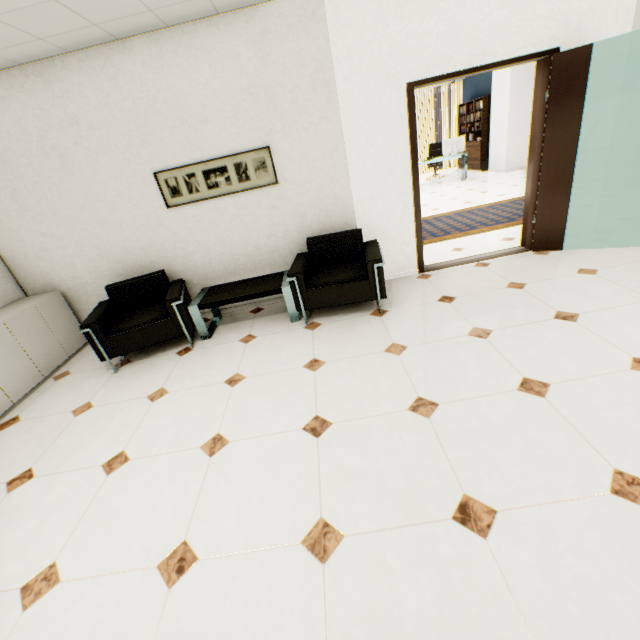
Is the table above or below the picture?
below

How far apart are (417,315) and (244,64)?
3.09m

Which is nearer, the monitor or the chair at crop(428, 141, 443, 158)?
the monitor

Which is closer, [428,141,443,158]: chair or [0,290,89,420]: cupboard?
[0,290,89,420]: cupboard

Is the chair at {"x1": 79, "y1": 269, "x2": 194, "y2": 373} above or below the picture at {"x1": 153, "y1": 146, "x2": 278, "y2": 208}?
below

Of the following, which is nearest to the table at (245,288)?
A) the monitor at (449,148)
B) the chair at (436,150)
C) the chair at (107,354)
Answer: the chair at (107,354)

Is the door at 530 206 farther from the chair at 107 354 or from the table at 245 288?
the chair at 107 354

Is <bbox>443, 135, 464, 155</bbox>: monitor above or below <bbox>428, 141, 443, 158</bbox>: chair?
above
